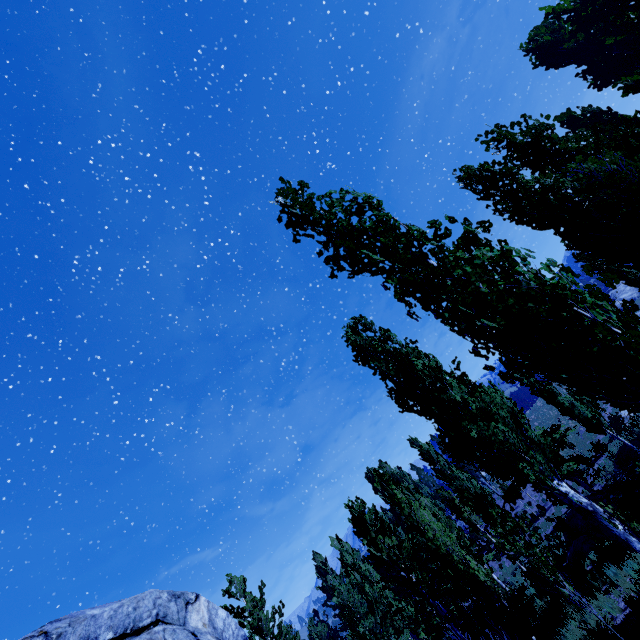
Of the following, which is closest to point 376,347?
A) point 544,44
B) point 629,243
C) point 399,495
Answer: point 399,495

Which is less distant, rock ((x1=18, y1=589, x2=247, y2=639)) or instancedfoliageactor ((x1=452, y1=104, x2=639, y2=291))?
rock ((x1=18, y1=589, x2=247, y2=639))

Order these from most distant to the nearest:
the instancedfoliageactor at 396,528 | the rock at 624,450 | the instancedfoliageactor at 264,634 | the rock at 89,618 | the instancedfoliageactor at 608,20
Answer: the rock at 624,450
the instancedfoliageactor at 264,634
the instancedfoliageactor at 608,20
the instancedfoliageactor at 396,528
the rock at 89,618

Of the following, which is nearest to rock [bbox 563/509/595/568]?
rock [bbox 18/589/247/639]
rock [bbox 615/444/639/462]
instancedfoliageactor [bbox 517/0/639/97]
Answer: instancedfoliageactor [bbox 517/0/639/97]

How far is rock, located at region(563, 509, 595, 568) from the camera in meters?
14.7 m

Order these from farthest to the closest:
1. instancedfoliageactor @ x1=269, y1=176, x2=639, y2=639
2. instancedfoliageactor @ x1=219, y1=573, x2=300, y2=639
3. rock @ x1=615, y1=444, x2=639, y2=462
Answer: rock @ x1=615, y1=444, x2=639, y2=462, instancedfoliageactor @ x1=219, y1=573, x2=300, y2=639, instancedfoliageactor @ x1=269, y1=176, x2=639, y2=639

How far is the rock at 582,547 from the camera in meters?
14.7 m
